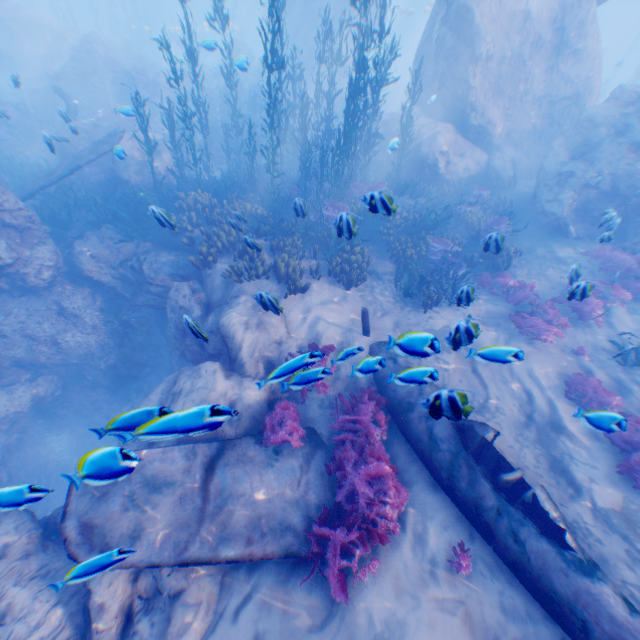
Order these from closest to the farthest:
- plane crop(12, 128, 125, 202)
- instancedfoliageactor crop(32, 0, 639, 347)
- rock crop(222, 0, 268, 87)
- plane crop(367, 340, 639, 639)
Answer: plane crop(367, 340, 639, 639)
instancedfoliageactor crop(32, 0, 639, 347)
plane crop(12, 128, 125, 202)
rock crop(222, 0, 268, 87)

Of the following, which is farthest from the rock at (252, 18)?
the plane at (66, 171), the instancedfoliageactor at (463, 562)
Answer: A: the instancedfoliageactor at (463, 562)

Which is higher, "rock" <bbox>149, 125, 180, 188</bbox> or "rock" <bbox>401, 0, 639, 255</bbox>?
"rock" <bbox>401, 0, 639, 255</bbox>

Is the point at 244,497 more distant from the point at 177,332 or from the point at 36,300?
the point at 36,300

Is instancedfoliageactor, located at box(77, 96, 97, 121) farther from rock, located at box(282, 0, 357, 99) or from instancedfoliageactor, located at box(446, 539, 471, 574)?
instancedfoliageactor, located at box(446, 539, 471, 574)

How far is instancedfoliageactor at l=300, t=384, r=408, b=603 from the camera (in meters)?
4.91

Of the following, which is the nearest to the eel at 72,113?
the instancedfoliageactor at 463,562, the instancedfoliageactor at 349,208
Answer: the instancedfoliageactor at 349,208

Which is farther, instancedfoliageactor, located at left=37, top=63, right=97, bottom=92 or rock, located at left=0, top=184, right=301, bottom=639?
instancedfoliageactor, located at left=37, top=63, right=97, bottom=92
